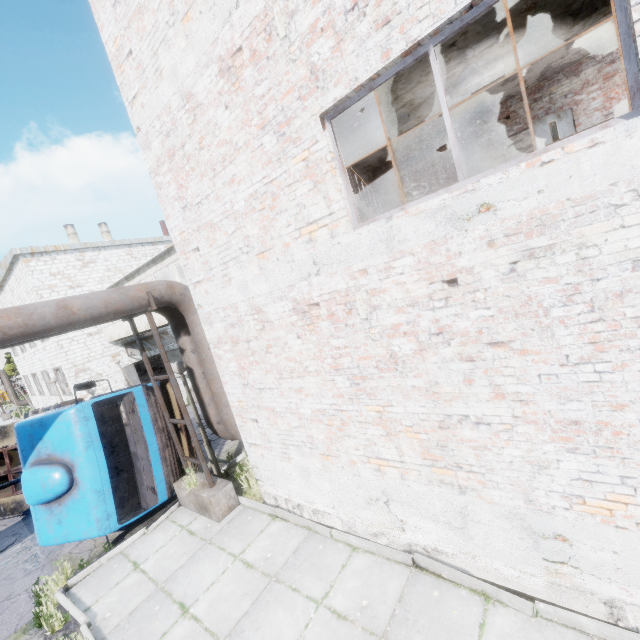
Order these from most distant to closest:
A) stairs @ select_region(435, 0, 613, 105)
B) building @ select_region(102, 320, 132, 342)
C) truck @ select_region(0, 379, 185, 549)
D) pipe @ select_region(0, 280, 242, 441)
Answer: building @ select_region(102, 320, 132, 342) < truck @ select_region(0, 379, 185, 549) < pipe @ select_region(0, 280, 242, 441) < stairs @ select_region(435, 0, 613, 105)

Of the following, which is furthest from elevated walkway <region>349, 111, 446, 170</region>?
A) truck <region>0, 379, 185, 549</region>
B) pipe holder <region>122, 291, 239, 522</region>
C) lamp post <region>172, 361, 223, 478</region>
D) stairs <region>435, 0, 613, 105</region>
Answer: truck <region>0, 379, 185, 549</region>

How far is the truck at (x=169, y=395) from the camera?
8.89m

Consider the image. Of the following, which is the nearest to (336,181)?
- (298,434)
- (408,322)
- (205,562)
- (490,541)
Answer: (408,322)

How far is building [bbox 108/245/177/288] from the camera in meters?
14.1

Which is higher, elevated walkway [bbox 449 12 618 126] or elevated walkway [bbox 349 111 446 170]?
elevated walkway [bbox 349 111 446 170]

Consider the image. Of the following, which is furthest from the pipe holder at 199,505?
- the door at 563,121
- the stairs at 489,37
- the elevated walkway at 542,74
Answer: the door at 563,121

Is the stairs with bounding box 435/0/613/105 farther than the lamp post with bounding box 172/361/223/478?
No
